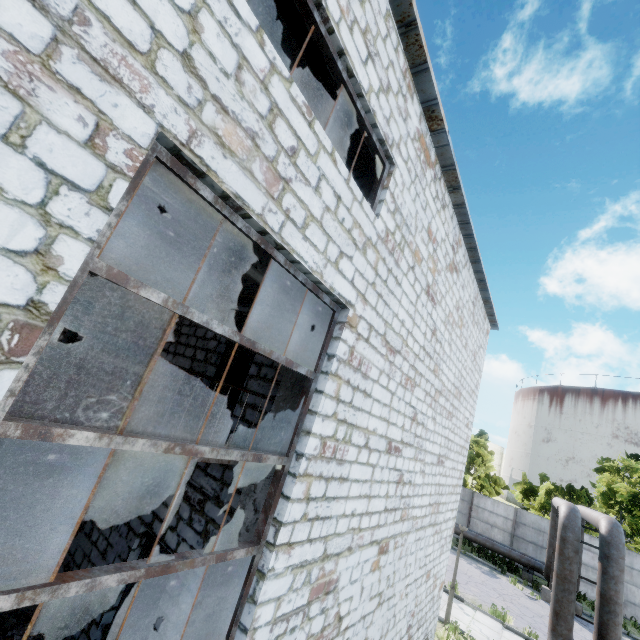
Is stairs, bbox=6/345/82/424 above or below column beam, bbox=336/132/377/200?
below

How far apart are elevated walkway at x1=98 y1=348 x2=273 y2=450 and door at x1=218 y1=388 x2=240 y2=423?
0.9 meters

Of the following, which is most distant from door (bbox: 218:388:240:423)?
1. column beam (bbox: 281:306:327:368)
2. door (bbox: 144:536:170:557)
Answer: door (bbox: 144:536:170:557)

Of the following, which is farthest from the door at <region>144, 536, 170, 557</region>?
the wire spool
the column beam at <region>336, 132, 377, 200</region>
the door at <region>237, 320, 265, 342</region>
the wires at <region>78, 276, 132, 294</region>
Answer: the column beam at <region>336, 132, 377, 200</region>

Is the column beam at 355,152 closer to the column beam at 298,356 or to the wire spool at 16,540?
the column beam at 298,356

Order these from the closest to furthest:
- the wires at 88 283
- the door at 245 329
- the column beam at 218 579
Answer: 1. the column beam at 218 579
2. the door at 245 329
3. the wires at 88 283

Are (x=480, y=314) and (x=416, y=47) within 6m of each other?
no

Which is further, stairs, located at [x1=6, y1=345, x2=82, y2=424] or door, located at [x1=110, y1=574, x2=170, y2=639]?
stairs, located at [x1=6, y1=345, x2=82, y2=424]
